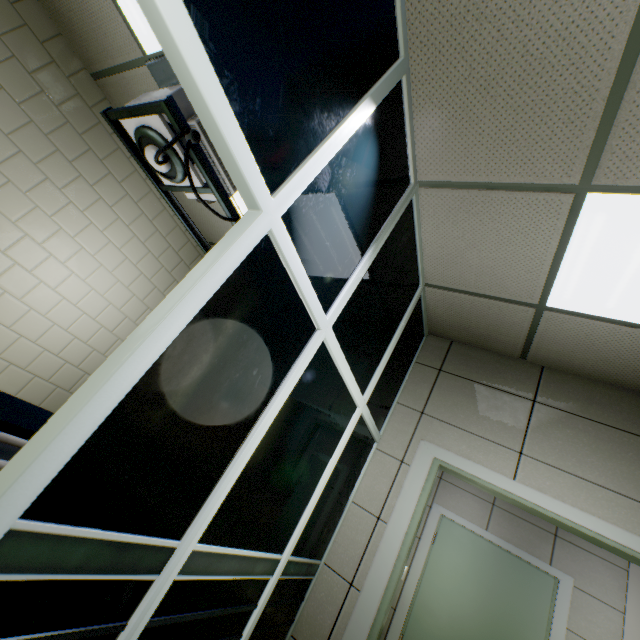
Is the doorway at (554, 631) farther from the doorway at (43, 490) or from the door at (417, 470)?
the doorway at (43, 490)

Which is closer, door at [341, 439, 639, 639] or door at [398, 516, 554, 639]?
door at [341, 439, 639, 639]

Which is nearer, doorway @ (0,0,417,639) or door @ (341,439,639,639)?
doorway @ (0,0,417,639)

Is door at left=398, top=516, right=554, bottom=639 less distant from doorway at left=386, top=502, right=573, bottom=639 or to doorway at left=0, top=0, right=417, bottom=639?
doorway at left=386, top=502, right=573, bottom=639

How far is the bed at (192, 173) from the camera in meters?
2.0 m

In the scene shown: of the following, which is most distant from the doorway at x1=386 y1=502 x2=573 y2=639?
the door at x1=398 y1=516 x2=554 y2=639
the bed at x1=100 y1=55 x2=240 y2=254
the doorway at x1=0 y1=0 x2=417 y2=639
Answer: the doorway at x1=0 y1=0 x2=417 y2=639

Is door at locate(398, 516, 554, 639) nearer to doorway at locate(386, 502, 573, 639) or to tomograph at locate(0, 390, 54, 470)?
doorway at locate(386, 502, 573, 639)

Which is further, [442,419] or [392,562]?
[442,419]
